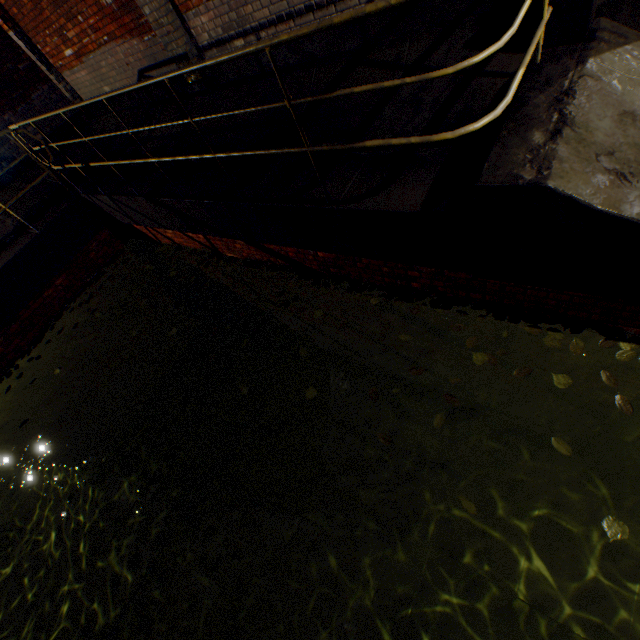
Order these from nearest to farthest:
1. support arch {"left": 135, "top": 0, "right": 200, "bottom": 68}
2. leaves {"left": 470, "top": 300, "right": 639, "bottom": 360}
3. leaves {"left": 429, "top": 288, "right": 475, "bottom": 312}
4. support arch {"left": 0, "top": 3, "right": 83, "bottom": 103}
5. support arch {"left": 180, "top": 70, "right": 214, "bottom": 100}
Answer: leaves {"left": 470, "top": 300, "right": 639, "bottom": 360} < leaves {"left": 429, "top": 288, "right": 475, "bottom": 312} < support arch {"left": 135, "top": 0, "right": 200, "bottom": 68} < support arch {"left": 180, "top": 70, "right": 214, "bottom": 100} < support arch {"left": 0, "top": 3, "right": 83, "bottom": 103}

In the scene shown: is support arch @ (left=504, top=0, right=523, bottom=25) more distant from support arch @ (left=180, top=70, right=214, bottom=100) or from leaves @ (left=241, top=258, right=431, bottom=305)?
leaves @ (left=241, top=258, right=431, bottom=305)

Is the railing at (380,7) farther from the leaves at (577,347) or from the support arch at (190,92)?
the support arch at (190,92)

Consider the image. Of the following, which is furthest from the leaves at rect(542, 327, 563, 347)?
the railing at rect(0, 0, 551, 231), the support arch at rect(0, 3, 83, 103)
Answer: the support arch at rect(0, 3, 83, 103)

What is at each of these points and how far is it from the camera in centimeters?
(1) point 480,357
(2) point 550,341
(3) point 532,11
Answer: (1) leaves, 301cm
(2) leaves, 286cm
(3) support arch, 281cm

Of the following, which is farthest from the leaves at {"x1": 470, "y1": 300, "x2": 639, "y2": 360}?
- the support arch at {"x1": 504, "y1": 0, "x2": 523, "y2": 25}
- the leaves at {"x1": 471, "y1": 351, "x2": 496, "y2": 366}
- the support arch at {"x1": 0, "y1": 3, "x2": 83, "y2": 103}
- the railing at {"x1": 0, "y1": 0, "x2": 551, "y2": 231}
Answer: the support arch at {"x1": 0, "y1": 3, "x2": 83, "y2": 103}

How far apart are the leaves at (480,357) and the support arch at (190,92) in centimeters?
560cm

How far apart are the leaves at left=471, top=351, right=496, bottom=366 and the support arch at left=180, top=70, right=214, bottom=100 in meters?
5.6 m
